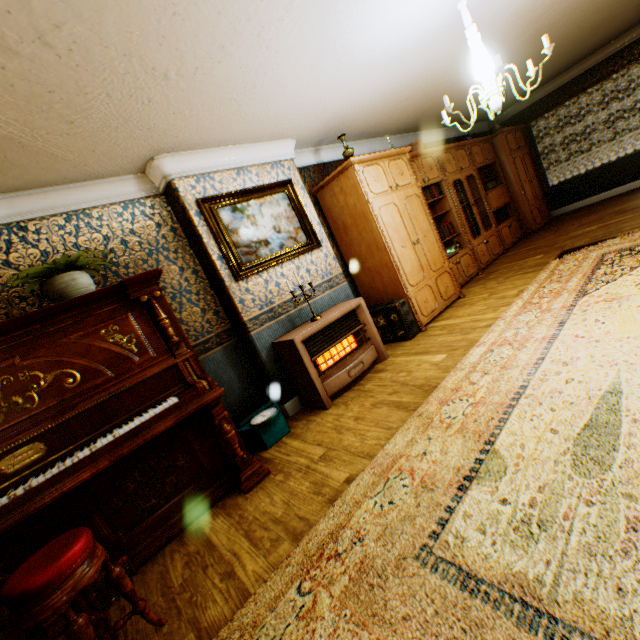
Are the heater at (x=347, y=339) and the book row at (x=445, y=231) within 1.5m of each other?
no

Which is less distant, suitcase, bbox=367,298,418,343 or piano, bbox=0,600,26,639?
piano, bbox=0,600,26,639

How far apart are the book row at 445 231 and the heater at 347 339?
2.3m

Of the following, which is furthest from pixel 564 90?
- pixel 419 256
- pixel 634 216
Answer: pixel 419 256

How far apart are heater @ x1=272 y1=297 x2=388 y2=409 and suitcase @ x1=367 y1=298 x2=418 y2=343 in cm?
44

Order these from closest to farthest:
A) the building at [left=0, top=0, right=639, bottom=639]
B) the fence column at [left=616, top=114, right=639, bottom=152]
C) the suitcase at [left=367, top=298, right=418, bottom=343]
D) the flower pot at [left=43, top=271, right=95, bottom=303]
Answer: the building at [left=0, top=0, right=639, bottom=639]
the flower pot at [left=43, top=271, right=95, bottom=303]
the suitcase at [left=367, top=298, right=418, bottom=343]
the fence column at [left=616, top=114, right=639, bottom=152]

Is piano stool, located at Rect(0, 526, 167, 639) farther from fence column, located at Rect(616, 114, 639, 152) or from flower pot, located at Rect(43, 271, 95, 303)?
fence column, located at Rect(616, 114, 639, 152)

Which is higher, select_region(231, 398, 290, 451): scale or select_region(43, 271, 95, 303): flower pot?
select_region(43, 271, 95, 303): flower pot
